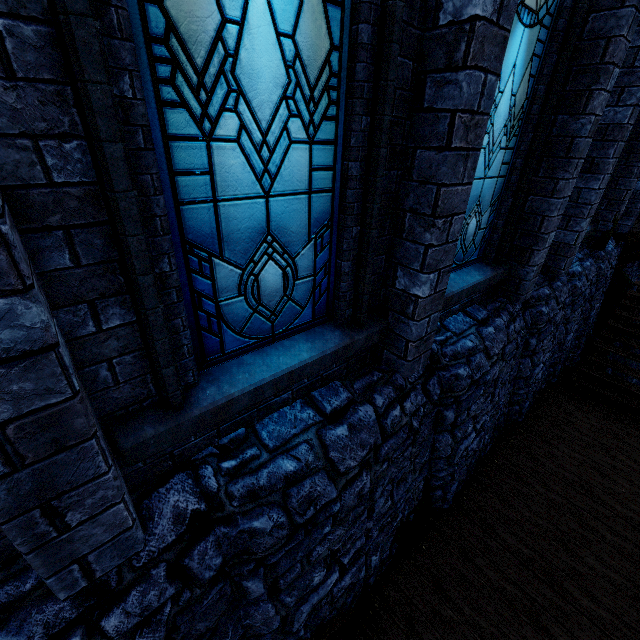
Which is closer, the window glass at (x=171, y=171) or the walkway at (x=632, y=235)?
the window glass at (x=171, y=171)

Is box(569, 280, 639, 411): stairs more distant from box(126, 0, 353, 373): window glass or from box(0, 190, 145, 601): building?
box(126, 0, 353, 373): window glass

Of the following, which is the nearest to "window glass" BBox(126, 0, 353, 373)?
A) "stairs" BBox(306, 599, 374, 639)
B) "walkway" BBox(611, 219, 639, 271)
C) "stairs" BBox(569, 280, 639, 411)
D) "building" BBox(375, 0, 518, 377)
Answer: "building" BBox(375, 0, 518, 377)

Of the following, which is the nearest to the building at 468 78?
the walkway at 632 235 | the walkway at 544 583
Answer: the walkway at 632 235

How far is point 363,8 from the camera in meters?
1.9

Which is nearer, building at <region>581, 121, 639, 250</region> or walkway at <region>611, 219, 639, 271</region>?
building at <region>581, 121, 639, 250</region>

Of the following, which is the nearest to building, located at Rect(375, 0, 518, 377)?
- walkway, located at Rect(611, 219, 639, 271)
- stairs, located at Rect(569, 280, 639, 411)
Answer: walkway, located at Rect(611, 219, 639, 271)
